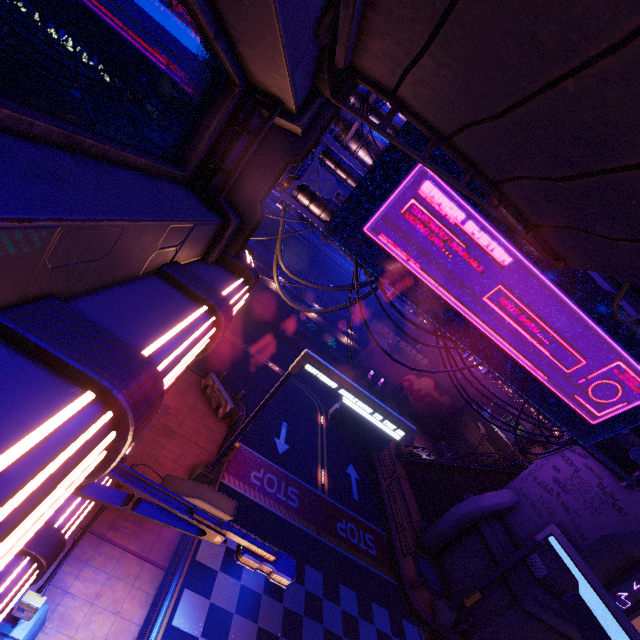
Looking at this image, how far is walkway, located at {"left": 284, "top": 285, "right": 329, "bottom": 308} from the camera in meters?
34.7

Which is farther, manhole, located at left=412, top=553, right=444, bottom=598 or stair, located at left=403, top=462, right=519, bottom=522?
stair, located at left=403, top=462, right=519, bottom=522

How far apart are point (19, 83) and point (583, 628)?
19.1 meters

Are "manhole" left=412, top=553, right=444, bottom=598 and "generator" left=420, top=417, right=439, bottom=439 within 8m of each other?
no

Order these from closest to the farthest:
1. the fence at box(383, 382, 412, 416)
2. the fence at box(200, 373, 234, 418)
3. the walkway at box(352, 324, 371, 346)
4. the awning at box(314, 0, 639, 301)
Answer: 1. the awning at box(314, 0, 639, 301)
2. the fence at box(200, 373, 234, 418)
3. the fence at box(383, 382, 412, 416)
4. the walkway at box(352, 324, 371, 346)

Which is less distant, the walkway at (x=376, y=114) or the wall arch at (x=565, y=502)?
the walkway at (x=376, y=114)

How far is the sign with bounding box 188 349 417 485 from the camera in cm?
1131

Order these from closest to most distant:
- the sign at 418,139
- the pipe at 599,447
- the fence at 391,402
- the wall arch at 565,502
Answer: the sign at 418,139 → the pipe at 599,447 → the wall arch at 565,502 → the fence at 391,402
